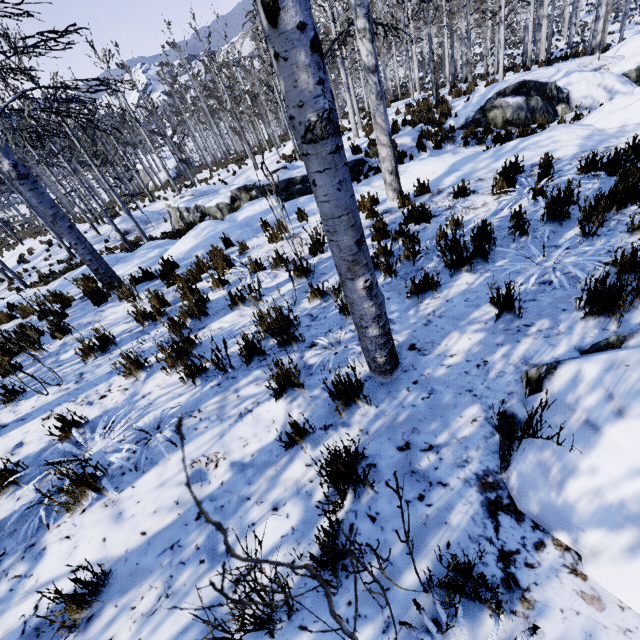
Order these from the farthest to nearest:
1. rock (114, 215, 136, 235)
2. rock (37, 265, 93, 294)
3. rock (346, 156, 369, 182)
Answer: rock (114, 215, 136, 235)
rock (346, 156, 369, 182)
rock (37, 265, 93, 294)

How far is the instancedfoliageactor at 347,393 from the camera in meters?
2.3 m

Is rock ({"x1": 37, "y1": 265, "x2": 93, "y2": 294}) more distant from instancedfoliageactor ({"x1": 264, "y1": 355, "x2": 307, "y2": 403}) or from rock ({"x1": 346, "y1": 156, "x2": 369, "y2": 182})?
rock ({"x1": 346, "y1": 156, "x2": 369, "y2": 182})

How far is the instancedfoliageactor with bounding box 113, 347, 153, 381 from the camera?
3.5 meters

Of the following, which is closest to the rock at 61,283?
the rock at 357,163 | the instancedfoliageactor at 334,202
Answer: the instancedfoliageactor at 334,202

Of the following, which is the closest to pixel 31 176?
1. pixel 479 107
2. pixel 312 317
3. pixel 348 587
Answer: pixel 312 317

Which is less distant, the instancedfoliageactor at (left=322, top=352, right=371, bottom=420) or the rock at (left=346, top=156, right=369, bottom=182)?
the instancedfoliageactor at (left=322, top=352, right=371, bottom=420)

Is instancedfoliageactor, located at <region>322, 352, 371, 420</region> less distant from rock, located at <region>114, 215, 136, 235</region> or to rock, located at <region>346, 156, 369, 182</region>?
rock, located at <region>346, 156, 369, 182</region>
